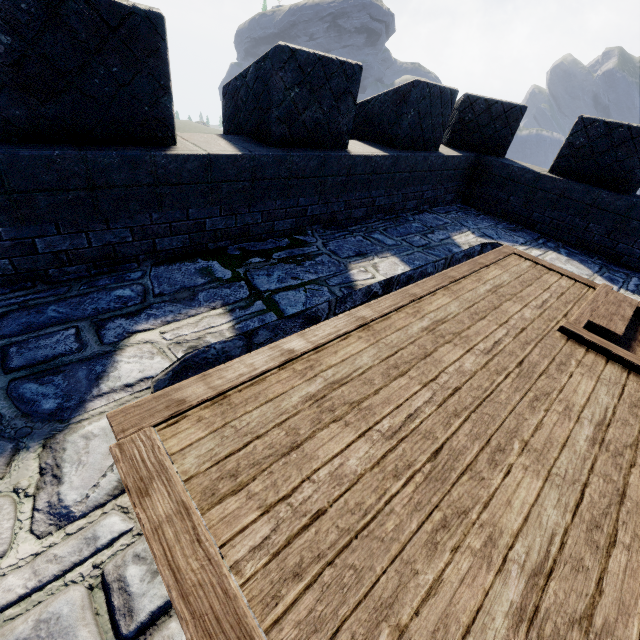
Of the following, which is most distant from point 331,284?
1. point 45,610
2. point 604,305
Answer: point 604,305
